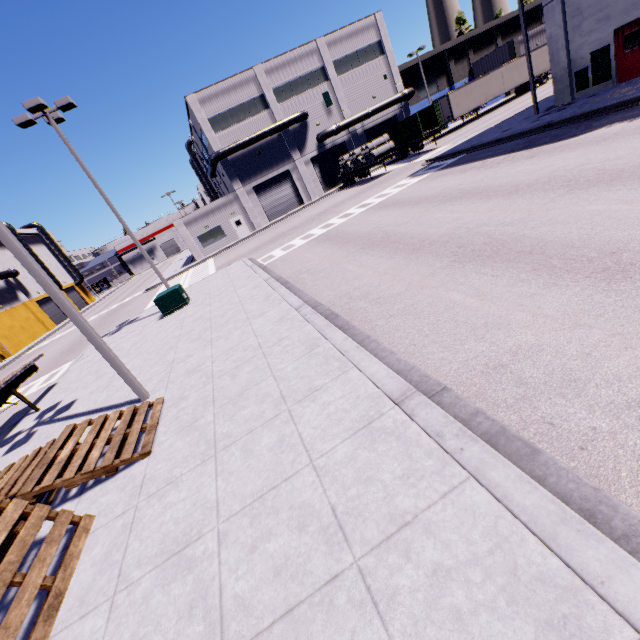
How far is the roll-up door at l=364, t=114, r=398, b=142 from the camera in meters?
40.8

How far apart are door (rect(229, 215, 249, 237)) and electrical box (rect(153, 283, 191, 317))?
23.36m

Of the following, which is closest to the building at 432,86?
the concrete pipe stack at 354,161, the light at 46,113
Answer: the concrete pipe stack at 354,161

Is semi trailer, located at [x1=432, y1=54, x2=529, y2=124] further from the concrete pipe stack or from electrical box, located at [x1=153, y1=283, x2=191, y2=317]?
electrical box, located at [x1=153, y1=283, x2=191, y2=317]

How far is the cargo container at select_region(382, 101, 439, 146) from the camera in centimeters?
2994cm

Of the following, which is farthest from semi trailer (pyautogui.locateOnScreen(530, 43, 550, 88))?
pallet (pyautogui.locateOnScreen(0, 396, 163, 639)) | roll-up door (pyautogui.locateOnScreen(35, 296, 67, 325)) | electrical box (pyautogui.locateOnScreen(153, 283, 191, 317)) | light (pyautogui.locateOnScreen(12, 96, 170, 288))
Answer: light (pyautogui.locateOnScreen(12, 96, 170, 288))

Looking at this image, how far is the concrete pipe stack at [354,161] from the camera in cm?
2970

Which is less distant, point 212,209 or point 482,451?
point 482,451
